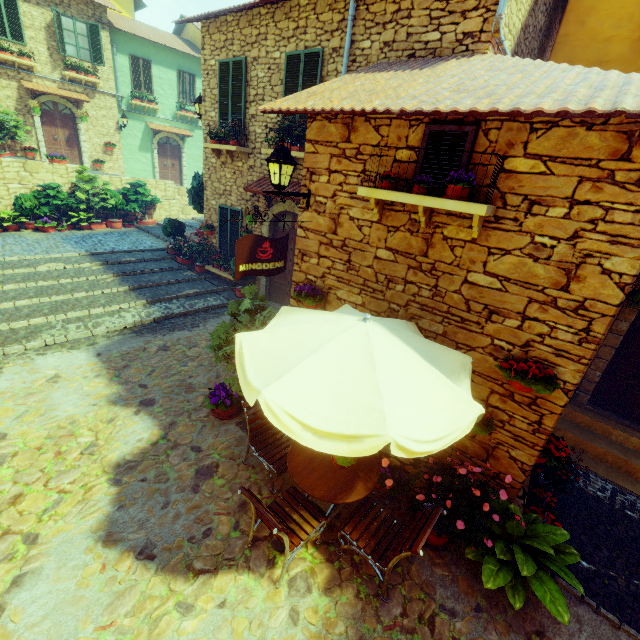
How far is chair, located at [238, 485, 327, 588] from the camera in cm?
324

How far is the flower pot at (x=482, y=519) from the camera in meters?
3.4 m

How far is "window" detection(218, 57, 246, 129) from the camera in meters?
8.4

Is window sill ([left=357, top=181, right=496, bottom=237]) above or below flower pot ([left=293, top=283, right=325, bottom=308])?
above

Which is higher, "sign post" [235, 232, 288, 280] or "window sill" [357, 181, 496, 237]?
"window sill" [357, 181, 496, 237]

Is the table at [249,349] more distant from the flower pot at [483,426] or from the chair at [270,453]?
the chair at [270,453]

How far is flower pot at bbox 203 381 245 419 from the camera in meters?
5.6

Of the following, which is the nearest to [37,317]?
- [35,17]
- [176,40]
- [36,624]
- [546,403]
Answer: [36,624]
